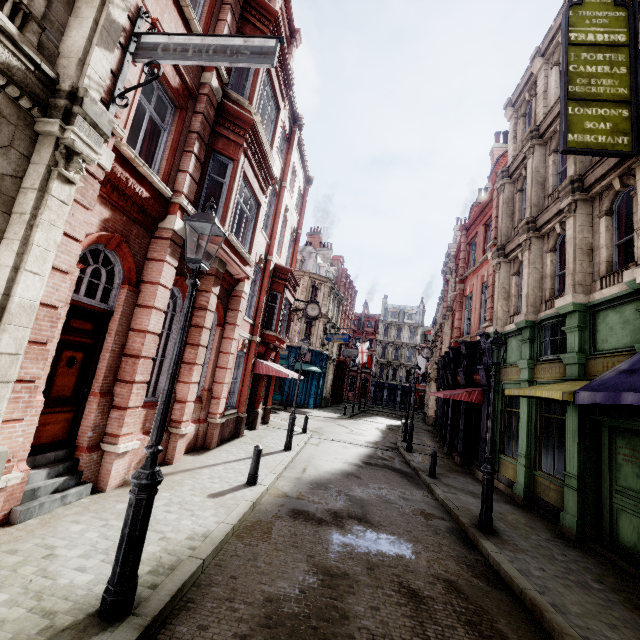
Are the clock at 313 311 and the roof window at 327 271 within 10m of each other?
no

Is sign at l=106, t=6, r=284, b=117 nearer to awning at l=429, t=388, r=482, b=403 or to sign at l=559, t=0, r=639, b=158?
sign at l=559, t=0, r=639, b=158

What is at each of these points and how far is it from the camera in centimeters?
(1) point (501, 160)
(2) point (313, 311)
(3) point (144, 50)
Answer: (1) roof window, 1872cm
(2) clock, 2094cm
(3) sign, 546cm

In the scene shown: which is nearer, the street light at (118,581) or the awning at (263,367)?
the street light at (118,581)

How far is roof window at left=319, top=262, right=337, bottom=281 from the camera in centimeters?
3719cm

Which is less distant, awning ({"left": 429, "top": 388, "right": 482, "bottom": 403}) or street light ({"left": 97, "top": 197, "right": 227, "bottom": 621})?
street light ({"left": 97, "top": 197, "right": 227, "bottom": 621})

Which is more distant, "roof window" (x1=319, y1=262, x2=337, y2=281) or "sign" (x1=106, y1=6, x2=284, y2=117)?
"roof window" (x1=319, y1=262, x2=337, y2=281)

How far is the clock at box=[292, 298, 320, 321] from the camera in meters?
20.8
